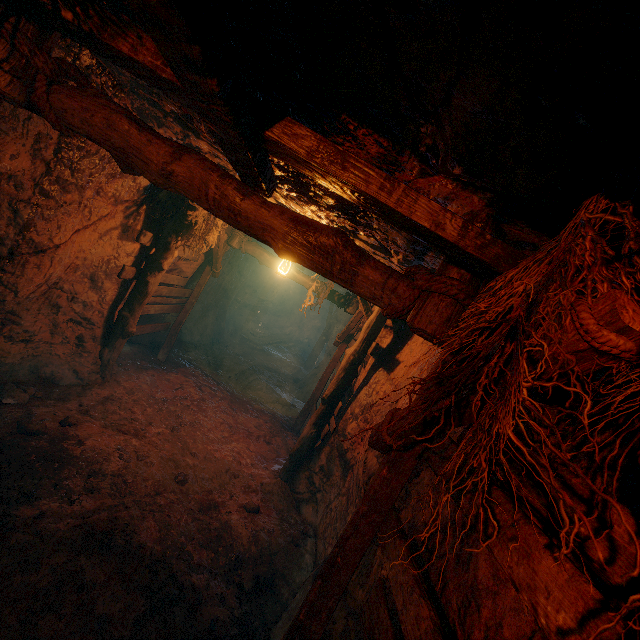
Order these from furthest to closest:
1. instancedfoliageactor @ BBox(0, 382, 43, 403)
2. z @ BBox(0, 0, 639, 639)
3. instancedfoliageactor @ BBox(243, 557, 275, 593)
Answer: instancedfoliageactor @ BBox(0, 382, 43, 403) → instancedfoliageactor @ BBox(243, 557, 275, 593) → z @ BBox(0, 0, 639, 639)

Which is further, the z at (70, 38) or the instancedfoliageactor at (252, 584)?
the instancedfoliageactor at (252, 584)

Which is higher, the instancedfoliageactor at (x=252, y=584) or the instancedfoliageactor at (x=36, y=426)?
the instancedfoliageactor at (x=36, y=426)

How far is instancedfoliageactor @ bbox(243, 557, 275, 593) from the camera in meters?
3.9 m

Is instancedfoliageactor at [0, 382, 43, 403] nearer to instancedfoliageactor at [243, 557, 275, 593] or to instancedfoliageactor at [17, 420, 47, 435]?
instancedfoliageactor at [17, 420, 47, 435]

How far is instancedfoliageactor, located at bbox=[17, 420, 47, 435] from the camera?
4.1 meters

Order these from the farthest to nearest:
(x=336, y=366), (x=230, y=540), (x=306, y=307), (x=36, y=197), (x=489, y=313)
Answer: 1. (x=336, y=366)
2. (x=306, y=307)
3. (x=230, y=540)
4. (x=36, y=197)
5. (x=489, y=313)

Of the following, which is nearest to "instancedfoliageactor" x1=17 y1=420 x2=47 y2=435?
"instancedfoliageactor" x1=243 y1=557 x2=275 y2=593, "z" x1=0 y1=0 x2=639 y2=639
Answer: "z" x1=0 y1=0 x2=639 y2=639
